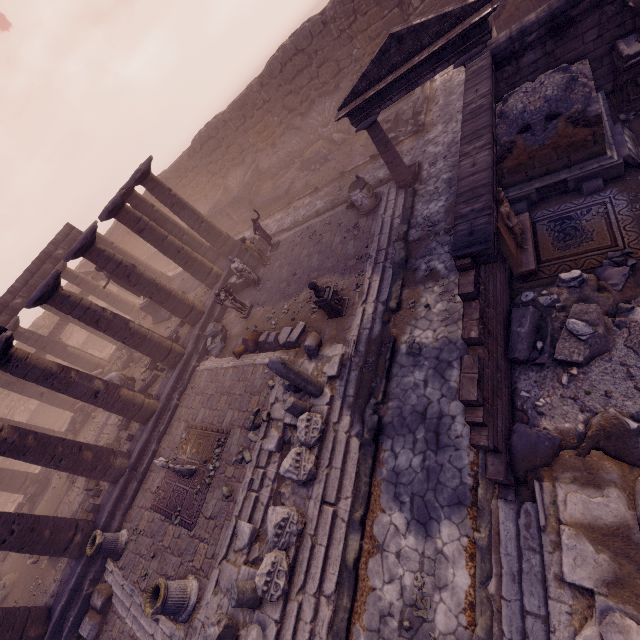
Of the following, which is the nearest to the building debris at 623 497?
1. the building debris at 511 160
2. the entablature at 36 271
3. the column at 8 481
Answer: the building debris at 511 160

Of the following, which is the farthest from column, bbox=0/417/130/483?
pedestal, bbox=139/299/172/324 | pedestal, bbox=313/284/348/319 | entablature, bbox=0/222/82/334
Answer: pedestal, bbox=313/284/348/319

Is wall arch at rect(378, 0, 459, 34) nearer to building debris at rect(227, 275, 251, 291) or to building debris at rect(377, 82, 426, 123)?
building debris at rect(377, 82, 426, 123)

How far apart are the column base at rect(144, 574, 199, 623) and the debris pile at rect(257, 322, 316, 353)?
6.4m

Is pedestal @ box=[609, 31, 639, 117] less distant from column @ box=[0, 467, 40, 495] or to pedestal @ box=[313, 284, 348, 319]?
pedestal @ box=[313, 284, 348, 319]

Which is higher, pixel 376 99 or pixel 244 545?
pixel 376 99

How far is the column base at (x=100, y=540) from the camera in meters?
10.0

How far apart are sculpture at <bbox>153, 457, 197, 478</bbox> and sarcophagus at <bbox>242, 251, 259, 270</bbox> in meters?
9.4
